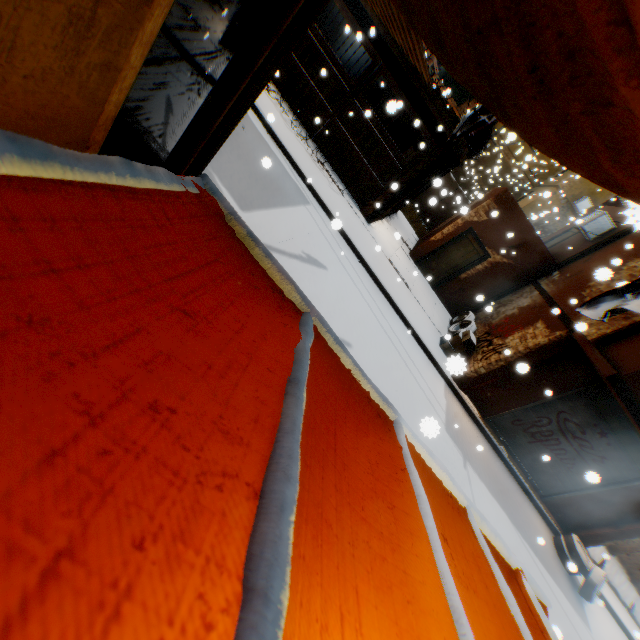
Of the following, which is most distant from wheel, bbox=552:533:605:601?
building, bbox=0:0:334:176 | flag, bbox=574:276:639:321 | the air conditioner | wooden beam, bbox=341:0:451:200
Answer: flag, bbox=574:276:639:321

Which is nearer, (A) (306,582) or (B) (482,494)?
(A) (306,582)

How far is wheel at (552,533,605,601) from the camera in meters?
8.9 m

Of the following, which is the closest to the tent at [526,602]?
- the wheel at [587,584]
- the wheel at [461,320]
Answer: the wheel at [461,320]

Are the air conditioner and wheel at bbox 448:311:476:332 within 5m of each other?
yes

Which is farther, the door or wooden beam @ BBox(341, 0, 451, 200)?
the door

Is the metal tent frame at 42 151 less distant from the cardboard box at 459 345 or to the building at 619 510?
the building at 619 510

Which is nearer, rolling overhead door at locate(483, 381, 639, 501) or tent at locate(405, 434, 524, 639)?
tent at locate(405, 434, 524, 639)
